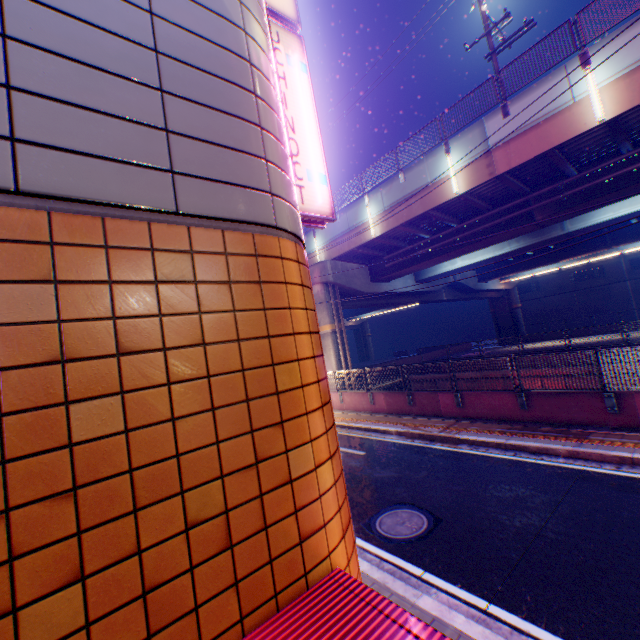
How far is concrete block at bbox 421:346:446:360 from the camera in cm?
3837

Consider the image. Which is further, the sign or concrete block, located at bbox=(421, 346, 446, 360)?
concrete block, located at bbox=(421, 346, 446, 360)

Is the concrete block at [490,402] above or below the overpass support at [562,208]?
below

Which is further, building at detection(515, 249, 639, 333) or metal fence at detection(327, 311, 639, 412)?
building at detection(515, 249, 639, 333)

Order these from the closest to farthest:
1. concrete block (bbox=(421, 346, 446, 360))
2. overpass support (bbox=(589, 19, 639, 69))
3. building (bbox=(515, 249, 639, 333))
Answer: overpass support (bbox=(589, 19, 639, 69)), concrete block (bbox=(421, 346, 446, 360)), building (bbox=(515, 249, 639, 333))

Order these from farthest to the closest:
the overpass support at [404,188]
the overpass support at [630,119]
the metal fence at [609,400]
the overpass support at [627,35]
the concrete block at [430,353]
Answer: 1. the concrete block at [430,353]
2. the overpass support at [404,188]
3. the overpass support at [630,119]
4. the overpass support at [627,35]
5. the metal fence at [609,400]

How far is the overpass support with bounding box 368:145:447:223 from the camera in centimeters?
1491cm

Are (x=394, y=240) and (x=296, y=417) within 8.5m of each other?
no
